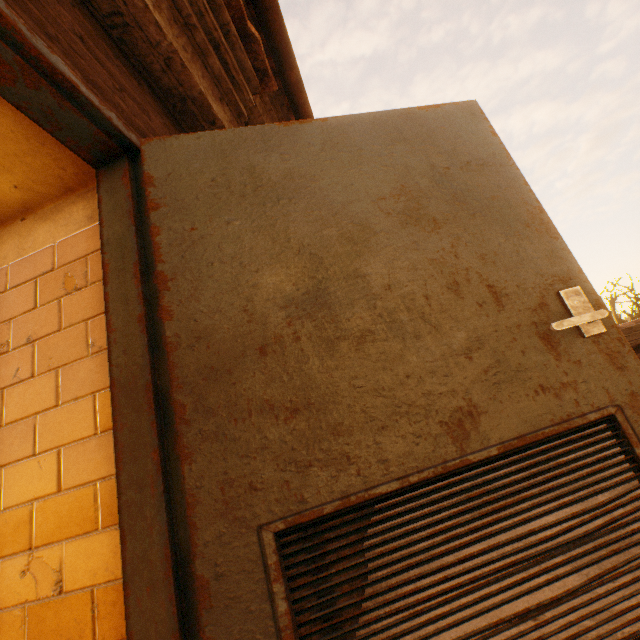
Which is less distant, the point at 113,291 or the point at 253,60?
the point at 113,291

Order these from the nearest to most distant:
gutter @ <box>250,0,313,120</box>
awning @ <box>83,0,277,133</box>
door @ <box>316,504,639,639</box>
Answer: door @ <box>316,504,639,639</box> < awning @ <box>83,0,277,133</box> < gutter @ <box>250,0,313,120</box>

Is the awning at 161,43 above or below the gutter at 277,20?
below

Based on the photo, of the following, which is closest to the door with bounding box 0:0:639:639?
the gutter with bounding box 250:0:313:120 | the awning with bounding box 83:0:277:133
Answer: the awning with bounding box 83:0:277:133

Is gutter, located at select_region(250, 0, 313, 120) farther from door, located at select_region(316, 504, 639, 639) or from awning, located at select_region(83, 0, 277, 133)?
door, located at select_region(316, 504, 639, 639)

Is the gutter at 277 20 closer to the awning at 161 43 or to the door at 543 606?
the awning at 161 43
